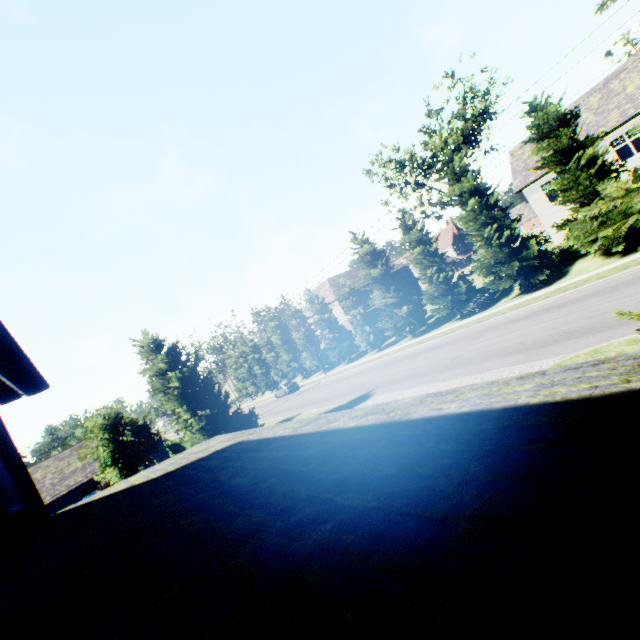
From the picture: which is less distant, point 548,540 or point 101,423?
point 548,540

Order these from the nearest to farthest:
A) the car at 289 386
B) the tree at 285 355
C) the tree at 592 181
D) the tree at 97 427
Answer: the tree at 592 181, the tree at 97 427, the car at 289 386, the tree at 285 355

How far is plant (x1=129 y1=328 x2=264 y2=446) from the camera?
18.84m

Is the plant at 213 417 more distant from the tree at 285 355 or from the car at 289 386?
the car at 289 386

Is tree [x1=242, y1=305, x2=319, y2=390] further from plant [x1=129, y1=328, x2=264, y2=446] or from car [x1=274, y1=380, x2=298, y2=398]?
plant [x1=129, y1=328, x2=264, y2=446]

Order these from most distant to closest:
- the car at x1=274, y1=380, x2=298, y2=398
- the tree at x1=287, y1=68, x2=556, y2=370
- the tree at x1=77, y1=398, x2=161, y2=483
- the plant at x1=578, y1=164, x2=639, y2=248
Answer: the car at x1=274, y1=380, x2=298, y2=398 < the tree at x1=287, y1=68, x2=556, y2=370 < the tree at x1=77, y1=398, x2=161, y2=483 < the plant at x1=578, y1=164, x2=639, y2=248

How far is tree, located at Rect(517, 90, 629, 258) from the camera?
18.1 meters
